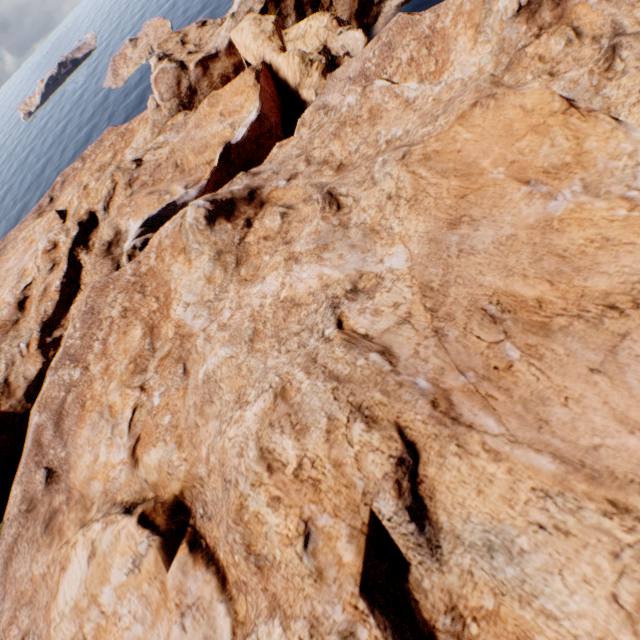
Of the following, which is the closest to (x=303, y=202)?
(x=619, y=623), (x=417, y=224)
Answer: (x=417, y=224)
